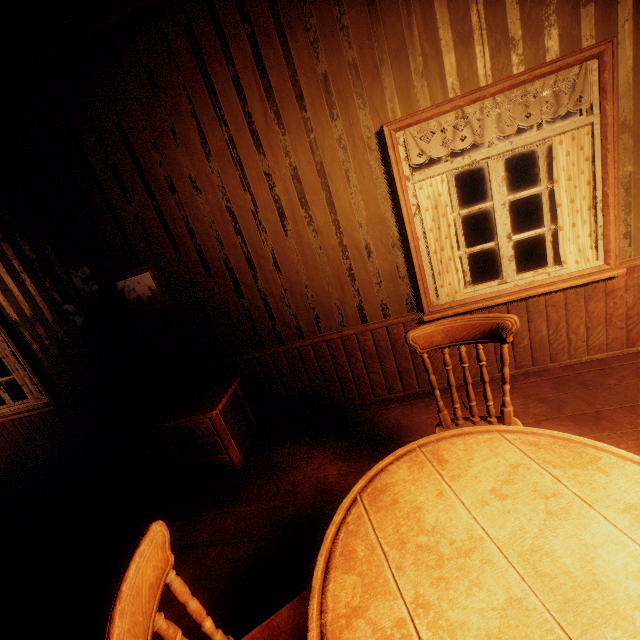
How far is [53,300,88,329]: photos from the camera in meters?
3.4

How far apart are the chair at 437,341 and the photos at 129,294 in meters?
2.5

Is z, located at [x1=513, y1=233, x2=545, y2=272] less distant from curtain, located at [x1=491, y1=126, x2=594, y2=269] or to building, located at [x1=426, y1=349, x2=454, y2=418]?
building, located at [x1=426, y1=349, x2=454, y2=418]

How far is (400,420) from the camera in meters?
3.0 m

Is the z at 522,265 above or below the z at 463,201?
below

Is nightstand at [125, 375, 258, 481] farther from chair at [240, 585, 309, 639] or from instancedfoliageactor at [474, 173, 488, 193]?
instancedfoliageactor at [474, 173, 488, 193]

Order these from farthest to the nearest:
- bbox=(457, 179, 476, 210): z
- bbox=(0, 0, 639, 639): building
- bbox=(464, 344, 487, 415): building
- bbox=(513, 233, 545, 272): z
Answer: bbox=(457, 179, 476, 210): z → bbox=(513, 233, 545, 272): z → bbox=(464, 344, 487, 415): building → bbox=(0, 0, 639, 639): building

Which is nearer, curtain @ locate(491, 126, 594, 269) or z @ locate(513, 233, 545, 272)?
curtain @ locate(491, 126, 594, 269)
